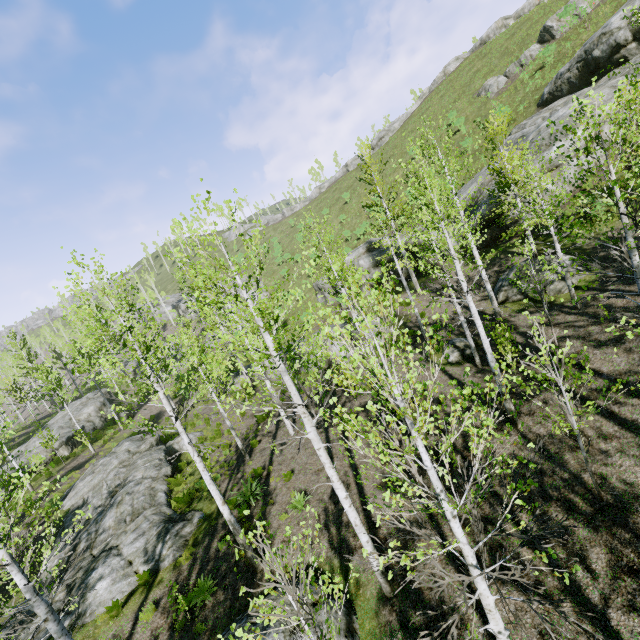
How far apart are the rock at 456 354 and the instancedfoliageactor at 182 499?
13.52m

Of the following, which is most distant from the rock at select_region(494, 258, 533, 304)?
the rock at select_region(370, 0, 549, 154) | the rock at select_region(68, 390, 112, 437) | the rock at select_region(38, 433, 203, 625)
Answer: the rock at select_region(370, 0, 549, 154)

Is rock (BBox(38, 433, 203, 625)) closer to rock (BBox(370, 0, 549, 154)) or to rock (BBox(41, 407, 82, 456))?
rock (BBox(41, 407, 82, 456))

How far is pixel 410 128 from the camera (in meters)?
46.66

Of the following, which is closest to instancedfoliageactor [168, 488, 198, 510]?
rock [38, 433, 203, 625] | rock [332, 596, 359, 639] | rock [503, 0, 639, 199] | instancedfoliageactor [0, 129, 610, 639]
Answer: rock [38, 433, 203, 625]

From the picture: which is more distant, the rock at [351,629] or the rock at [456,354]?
the rock at [456,354]

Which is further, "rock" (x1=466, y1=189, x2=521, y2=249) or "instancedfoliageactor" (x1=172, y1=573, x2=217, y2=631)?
"rock" (x1=466, y1=189, x2=521, y2=249)

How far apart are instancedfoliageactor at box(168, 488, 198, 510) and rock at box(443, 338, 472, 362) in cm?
1352
